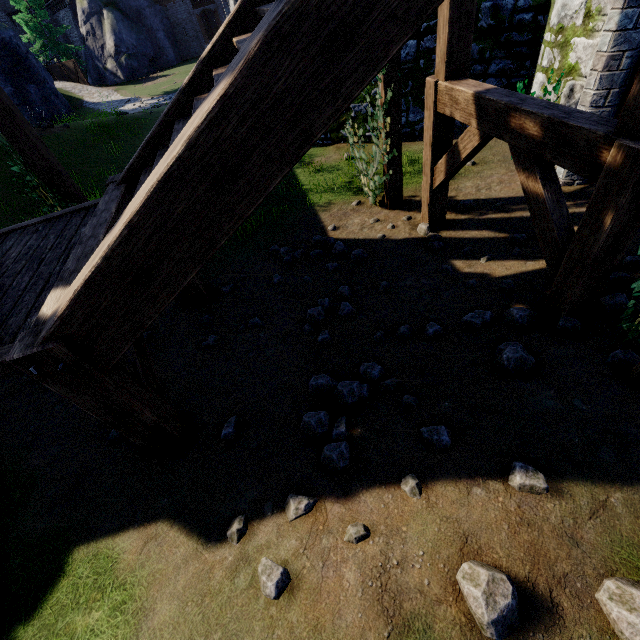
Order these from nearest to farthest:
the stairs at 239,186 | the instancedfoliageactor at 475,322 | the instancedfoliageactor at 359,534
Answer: the stairs at 239,186, the instancedfoliageactor at 359,534, the instancedfoliageactor at 475,322

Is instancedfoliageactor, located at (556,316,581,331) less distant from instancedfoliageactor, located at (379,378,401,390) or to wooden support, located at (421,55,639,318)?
wooden support, located at (421,55,639,318)

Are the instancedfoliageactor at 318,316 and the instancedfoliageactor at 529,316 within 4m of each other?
yes

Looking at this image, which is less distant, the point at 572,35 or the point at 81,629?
the point at 81,629

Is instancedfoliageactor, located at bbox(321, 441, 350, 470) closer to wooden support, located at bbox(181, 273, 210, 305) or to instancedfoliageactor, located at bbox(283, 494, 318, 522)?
instancedfoliageactor, located at bbox(283, 494, 318, 522)

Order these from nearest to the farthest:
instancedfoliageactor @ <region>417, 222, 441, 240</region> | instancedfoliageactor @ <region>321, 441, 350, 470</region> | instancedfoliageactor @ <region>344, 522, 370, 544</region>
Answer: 1. instancedfoliageactor @ <region>344, 522, 370, 544</region>
2. instancedfoliageactor @ <region>321, 441, 350, 470</region>
3. instancedfoliageactor @ <region>417, 222, 441, 240</region>

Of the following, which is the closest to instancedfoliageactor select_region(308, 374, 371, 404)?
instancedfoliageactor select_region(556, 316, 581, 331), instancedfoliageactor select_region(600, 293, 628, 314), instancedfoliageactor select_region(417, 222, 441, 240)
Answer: instancedfoliageactor select_region(556, 316, 581, 331)

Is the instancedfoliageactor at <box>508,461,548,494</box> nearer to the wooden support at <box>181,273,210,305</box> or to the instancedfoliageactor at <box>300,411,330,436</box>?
the instancedfoliageactor at <box>300,411,330,436</box>
